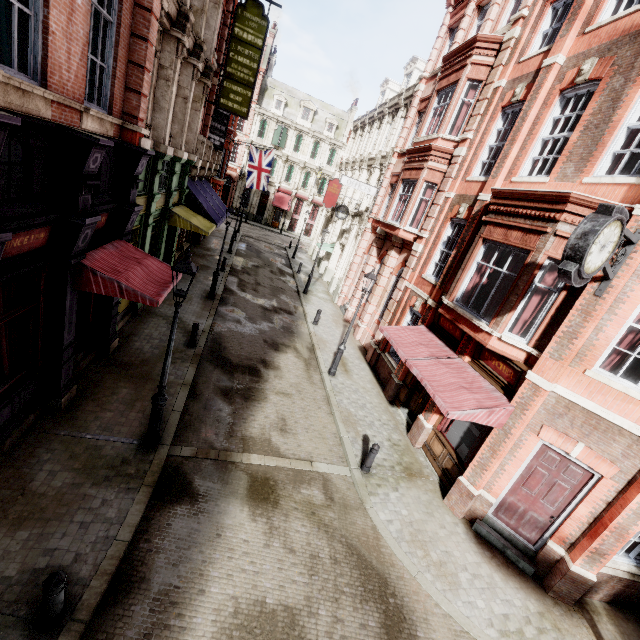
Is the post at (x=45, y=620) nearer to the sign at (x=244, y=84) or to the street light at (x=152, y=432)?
the street light at (x=152, y=432)

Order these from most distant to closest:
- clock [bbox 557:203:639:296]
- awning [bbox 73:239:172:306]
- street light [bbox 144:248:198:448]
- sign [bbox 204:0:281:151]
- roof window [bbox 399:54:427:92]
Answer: roof window [bbox 399:54:427:92] < sign [bbox 204:0:281:151] < awning [bbox 73:239:172:306] < street light [bbox 144:248:198:448] < clock [bbox 557:203:639:296]

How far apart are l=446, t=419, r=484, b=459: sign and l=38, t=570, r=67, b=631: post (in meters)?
9.29

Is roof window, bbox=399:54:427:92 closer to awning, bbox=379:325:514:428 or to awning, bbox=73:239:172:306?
awning, bbox=379:325:514:428

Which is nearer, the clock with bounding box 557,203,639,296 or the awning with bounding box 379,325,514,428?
the clock with bounding box 557,203,639,296

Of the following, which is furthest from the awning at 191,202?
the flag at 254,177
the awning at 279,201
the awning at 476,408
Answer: the awning at 279,201

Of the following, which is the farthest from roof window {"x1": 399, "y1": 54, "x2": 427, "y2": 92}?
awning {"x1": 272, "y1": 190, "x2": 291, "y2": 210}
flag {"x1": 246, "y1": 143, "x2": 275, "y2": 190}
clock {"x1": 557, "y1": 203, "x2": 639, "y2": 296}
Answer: awning {"x1": 272, "y1": 190, "x2": 291, "y2": 210}

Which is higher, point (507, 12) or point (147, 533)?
point (507, 12)
